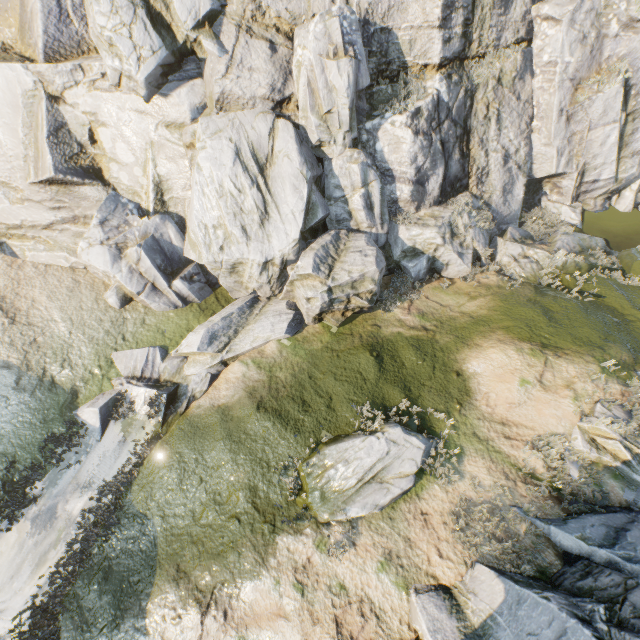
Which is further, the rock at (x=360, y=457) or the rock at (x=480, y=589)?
the rock at (x=360, y=457)

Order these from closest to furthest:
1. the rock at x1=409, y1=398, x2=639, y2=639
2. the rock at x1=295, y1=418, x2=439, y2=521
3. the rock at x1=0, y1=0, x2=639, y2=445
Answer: the rock at x1=409, y1=398, x2=639, y2=639 < the rock at x1=295, y1=418, x2=439, y2=521 < the rock at x1=0, y1=0, x2=639, y2=445

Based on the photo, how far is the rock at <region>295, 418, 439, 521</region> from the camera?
8.9 meters

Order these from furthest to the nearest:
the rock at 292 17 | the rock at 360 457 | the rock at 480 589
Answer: the rock at 292 17 → the rock at 360 457 → the rock at 480 589

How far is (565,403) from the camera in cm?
968

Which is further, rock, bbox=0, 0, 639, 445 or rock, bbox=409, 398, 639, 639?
rock, bbox=0, 0, 639, 445
